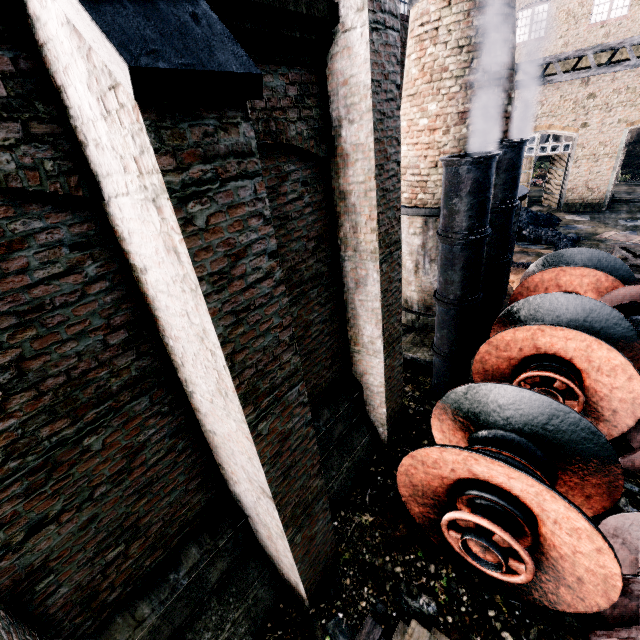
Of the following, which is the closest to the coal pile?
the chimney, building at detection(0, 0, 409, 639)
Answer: building at detection(0, 0, 409, 639)

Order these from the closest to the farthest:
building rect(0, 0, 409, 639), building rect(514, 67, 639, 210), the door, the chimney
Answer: Answer: building rect(0, 0, 409, 639) < the chimney < building rect(514, 67, 639, 210) < the door

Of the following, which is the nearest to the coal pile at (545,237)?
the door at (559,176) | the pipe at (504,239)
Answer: the door at (559,176)

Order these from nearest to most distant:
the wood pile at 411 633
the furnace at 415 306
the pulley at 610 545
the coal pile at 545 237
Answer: the pulley at 610 545 < the wood pile at 411 633 < the furnace at 415 306 < the coal pile at 545 237

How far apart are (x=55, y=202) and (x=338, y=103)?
3.90m

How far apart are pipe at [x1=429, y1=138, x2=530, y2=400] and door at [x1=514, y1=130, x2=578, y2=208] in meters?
21.2

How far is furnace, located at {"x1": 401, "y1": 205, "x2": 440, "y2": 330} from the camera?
10.25m

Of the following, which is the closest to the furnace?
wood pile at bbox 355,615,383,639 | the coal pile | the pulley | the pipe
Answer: the coal pile
